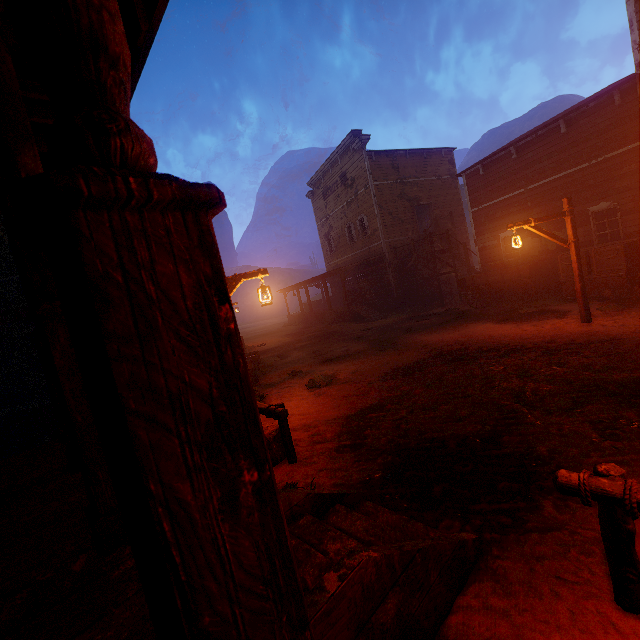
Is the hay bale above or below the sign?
below

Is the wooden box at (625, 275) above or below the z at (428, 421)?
above

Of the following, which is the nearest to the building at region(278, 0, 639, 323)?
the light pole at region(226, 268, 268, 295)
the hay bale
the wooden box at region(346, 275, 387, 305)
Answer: the wooden box at region(346, 275, 387, 305)

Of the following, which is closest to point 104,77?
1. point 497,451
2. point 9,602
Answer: point 9,602

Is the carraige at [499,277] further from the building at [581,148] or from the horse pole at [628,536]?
the horse pole at [628,536]

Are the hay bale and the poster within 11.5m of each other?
no

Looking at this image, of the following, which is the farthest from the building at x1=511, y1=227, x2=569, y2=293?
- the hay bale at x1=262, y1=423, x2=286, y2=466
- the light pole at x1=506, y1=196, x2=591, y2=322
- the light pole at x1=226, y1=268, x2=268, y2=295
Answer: the light pole at x1=506, y1=196, x2=591, y2=322

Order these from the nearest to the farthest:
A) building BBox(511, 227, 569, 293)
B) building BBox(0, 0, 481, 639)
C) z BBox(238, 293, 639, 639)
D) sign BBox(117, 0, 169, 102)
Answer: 1. building BBox(0, 0, 481, 639)
2. sign BBox(117, 0, 169, 102)
3. z BBox(238, 293, 639, 639)
4. building BBox(511, 227, 569, 293)
